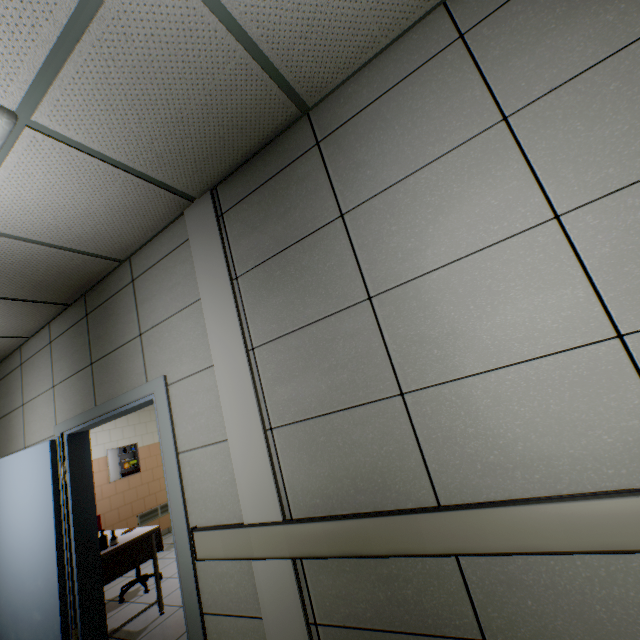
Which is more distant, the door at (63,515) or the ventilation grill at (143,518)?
the ventilation grill at (143,518)

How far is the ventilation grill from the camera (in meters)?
6.42

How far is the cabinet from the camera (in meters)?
5.94

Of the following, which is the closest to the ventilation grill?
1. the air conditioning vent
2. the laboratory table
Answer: the laboratory table

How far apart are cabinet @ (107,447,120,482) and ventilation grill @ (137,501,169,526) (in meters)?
0.87

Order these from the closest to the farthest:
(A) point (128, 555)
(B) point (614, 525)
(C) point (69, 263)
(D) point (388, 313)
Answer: (B) point (614, 525) → (D) point (388, 313) → (C) point (69, 263) → (A) point (128, 555)

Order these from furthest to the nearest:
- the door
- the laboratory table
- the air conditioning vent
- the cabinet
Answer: the cabinet → the laboratory table → the door → the air conditioning vent

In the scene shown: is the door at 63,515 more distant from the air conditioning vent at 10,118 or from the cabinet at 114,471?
the cabinet at 114,471
